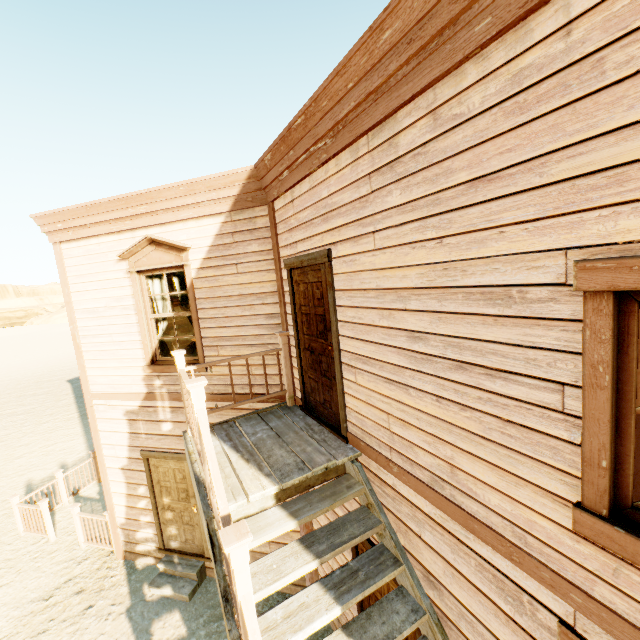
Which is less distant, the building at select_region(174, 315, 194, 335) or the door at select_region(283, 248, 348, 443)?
the door at select_region(283, 248, 348, 443)

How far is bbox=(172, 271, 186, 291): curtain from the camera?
5.6m

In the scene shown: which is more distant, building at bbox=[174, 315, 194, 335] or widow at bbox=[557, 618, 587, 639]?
building at bbox=[174, 315, 194, 335]

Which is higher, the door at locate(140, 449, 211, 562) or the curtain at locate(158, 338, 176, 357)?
the curtain at locate(158, 338, 176, 357)

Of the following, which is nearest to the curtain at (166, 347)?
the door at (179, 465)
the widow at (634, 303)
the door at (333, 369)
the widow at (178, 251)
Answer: the widow at (178, 251)

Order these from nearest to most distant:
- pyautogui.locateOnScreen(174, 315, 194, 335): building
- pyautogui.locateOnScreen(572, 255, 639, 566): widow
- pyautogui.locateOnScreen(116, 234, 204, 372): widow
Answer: pyautogui.locateOnScreen(572, 255, 639, 566): widow, pyautogui.locateOnScreen(116, 234, 204, 372): widow, pyautogui.locateOnScreen(174, 315, 194, 335): building

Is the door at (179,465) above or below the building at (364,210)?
below

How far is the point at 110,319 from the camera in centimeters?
586cm
